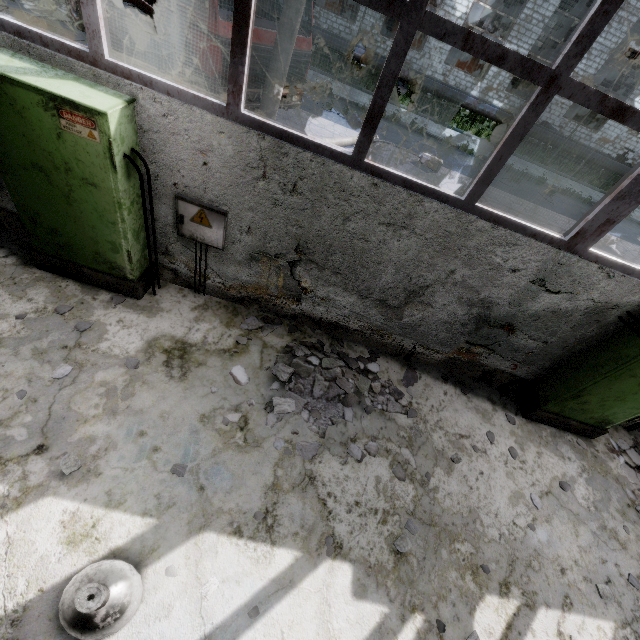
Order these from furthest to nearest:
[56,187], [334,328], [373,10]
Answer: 1. [373,10]
2. [334,328]
3. [56,187]

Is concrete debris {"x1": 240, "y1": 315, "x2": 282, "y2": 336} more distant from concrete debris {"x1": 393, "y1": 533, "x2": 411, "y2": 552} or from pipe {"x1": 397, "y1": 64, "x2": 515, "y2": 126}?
pipe {"x1": 397, "y1": 64, "x2": 515, "y2": 126}

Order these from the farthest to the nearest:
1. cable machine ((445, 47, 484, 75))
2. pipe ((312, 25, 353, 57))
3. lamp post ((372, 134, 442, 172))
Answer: cable machine ((445, 47, 484, 75))
pipe ((312, 25, 353, 57))
lamp post ((372, 134, 442, 172))

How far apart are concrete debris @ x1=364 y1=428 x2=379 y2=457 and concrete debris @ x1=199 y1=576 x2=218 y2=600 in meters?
1.4 m

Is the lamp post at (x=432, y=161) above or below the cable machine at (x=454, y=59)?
below

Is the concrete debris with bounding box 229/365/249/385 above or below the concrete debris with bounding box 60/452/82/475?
below

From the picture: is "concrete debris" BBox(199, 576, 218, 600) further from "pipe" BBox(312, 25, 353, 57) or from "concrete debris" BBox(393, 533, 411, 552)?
"pipe" BBox(312, 25, 353, 57)

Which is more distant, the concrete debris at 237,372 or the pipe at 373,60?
the pipe at 373,60
